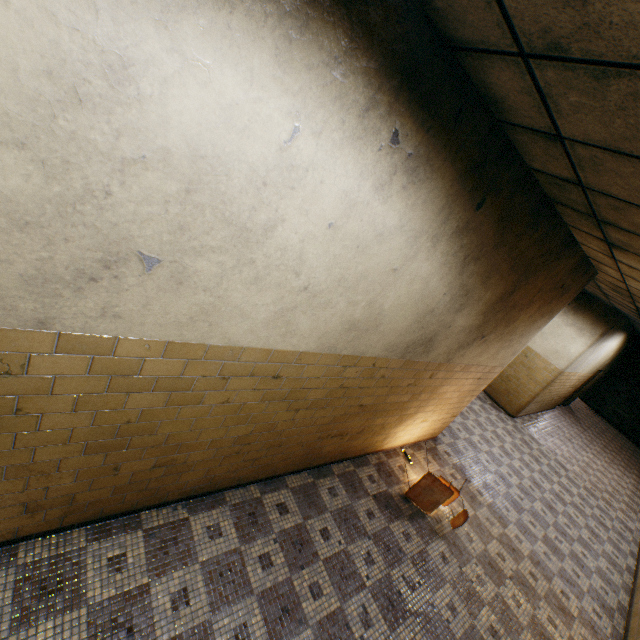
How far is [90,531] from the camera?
2.6 meters

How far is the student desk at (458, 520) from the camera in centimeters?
445cm

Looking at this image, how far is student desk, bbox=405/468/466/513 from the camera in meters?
4.5 m
